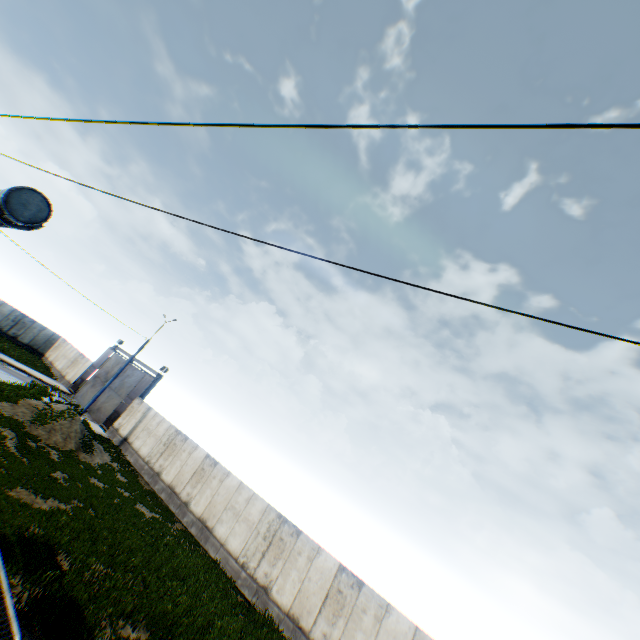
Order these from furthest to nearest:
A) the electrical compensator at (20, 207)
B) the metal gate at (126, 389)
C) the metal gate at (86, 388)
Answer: the metal gate at (86, 388) < the metal gate at (126, 389) < the electrical compensator at (20, 207)

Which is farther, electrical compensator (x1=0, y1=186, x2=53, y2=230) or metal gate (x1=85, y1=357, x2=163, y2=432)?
metal gate (x1=85, y1=357, x2=163, y2=432)

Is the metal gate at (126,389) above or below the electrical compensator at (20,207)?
below

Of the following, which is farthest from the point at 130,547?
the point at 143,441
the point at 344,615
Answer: the point at 143,441

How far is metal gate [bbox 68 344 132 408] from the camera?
31.5m

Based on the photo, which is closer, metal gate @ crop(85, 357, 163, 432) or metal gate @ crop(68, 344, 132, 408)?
metal gate @ crop(85, 357, 163, 432)
